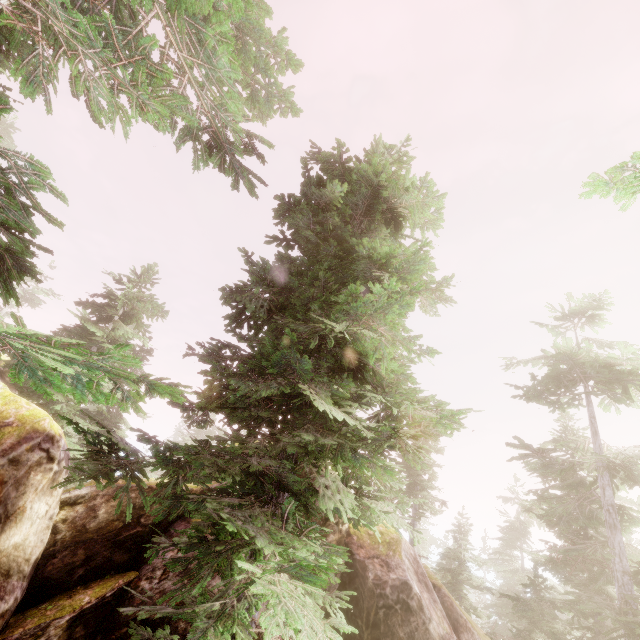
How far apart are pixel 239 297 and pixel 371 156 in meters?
5.0

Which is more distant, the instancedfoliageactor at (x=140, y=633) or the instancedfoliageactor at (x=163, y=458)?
the instancedfoliageactor at (x=140, y=633)

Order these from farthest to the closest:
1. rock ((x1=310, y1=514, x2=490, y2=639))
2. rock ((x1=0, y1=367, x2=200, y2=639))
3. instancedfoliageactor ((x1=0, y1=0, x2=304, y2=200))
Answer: rock ((x1=310, y1=514, x2=490, y2=639)) < rock ((x1=0, y1=367, x2=200, y2=639)) < instancedfoliageactor ((x1=0, y1=0, x2=304, y2=200))

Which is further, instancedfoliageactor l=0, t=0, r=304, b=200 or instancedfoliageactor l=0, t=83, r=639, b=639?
instancedfoliageactor l=0, t=0, r=304, b=200

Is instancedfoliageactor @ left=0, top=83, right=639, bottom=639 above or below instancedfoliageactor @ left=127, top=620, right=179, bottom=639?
above

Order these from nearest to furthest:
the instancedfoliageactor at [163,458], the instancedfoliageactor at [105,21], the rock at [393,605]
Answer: the instancedfoliageactor at [163,458] → the instancedfoliageactor at [105,21] → the rock at [393,605]

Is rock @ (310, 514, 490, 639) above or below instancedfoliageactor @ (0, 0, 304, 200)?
below
